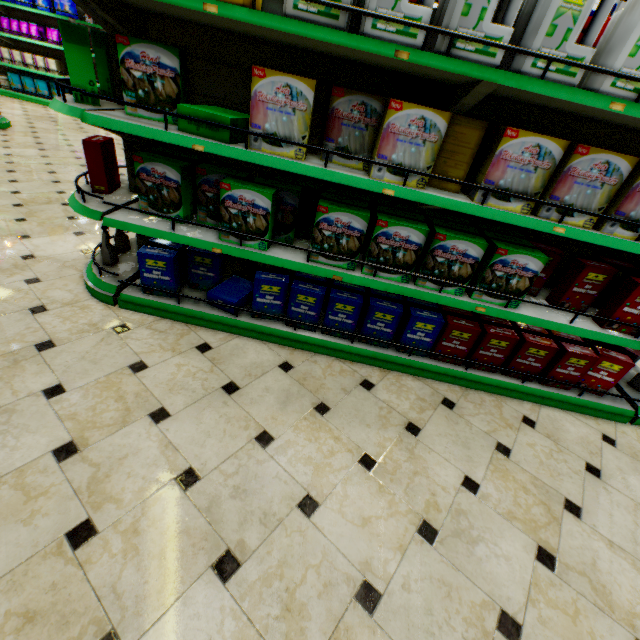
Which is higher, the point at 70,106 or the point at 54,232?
the point at 70,106

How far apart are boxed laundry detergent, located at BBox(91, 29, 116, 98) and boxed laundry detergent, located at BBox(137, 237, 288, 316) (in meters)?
1.04

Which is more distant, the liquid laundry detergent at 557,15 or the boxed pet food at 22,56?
the boxed pet food at 22,56

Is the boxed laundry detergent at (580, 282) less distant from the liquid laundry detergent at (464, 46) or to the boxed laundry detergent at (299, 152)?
the liquid laundry detergent at (464, 46)

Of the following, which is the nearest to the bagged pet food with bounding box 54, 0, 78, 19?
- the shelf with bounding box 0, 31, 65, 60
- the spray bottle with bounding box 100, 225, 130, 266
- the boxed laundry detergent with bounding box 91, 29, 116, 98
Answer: the shelf with bounding box 0, 31, 65, 60

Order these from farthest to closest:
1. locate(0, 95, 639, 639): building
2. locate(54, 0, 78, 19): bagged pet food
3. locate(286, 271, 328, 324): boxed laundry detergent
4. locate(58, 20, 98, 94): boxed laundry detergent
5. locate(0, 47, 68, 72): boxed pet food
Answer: locate(0, 47, 68, 72): boxed pet food, locate(54, 0, 78, 19): bagged pet food, locate(286, 271, 328, 324): boxed laundry detergent, locate(58, 20, 98, 94): boxed laundry detergent, locate(0, 95, 639, 639): building

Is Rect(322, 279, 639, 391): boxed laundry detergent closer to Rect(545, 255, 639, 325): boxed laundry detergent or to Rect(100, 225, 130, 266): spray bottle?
Rect(545, 255, 639, 325): boxed laundry detergent

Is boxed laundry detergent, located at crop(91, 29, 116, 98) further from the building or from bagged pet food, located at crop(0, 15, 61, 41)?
bagged pet food, located at crop(0, 15, 61, 41)
